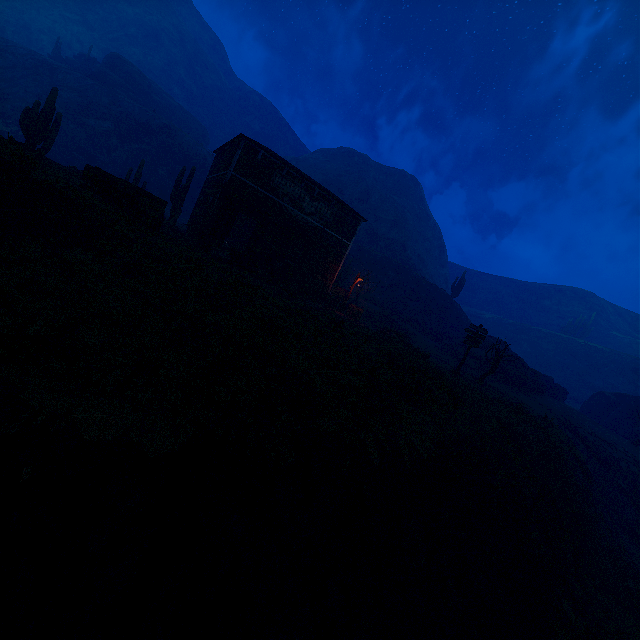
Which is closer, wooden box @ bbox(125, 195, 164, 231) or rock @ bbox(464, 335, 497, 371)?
wooden box @ bbox(125, 195, 164, 231)

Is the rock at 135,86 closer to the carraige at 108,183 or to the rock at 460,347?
the carraige at 108,183

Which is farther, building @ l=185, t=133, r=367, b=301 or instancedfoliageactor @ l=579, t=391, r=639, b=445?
instancedfoliageactor @ l=579, t=391, r=639, b=445

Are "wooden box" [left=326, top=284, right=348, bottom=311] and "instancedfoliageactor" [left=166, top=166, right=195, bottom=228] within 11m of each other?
no

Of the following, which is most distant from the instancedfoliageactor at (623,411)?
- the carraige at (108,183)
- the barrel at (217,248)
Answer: the carraige at (108,183)

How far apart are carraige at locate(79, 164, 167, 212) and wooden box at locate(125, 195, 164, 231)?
0.0m

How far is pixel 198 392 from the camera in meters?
7.5

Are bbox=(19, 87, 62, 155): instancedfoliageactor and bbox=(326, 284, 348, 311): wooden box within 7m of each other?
no
